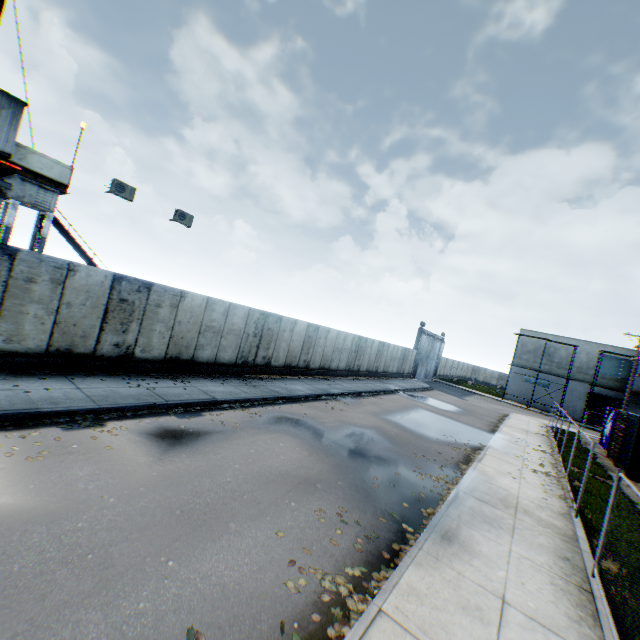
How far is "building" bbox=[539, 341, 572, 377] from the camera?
41.2 meters

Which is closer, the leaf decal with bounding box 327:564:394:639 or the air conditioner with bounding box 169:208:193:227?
the leaf decal with bounding box 327:564:394:639

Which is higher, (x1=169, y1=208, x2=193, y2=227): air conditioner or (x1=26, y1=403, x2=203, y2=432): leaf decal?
(x1=169, y1=208, x2=193, y2=227): air conditioner

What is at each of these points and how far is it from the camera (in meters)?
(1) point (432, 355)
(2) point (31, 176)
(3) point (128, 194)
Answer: (1) metal gate, 43.41
(2) landrig, 12.02
(3) air conditioner, 13.22

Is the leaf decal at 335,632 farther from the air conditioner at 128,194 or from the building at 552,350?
the building at 552,350

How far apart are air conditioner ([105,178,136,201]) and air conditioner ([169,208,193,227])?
1.83m

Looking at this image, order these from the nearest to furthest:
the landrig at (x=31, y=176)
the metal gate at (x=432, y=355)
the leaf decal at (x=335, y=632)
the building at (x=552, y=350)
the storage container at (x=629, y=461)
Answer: the leaf decal at (x=335, y=632)
the landrig at (x=31, y=176)
the storage container at (x=629, y=461)
the metal gate at (x=432, y=355)
the building at (x=552, y=350)

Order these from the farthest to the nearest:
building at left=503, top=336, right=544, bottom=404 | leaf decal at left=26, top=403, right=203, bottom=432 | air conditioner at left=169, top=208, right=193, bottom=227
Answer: building at left=503, top=336, right=544, bottom=404
air conditioner at left=169, top=208, right=193, bottom=227
leaf decal at left=26, top=403, right=203, bottom=432
